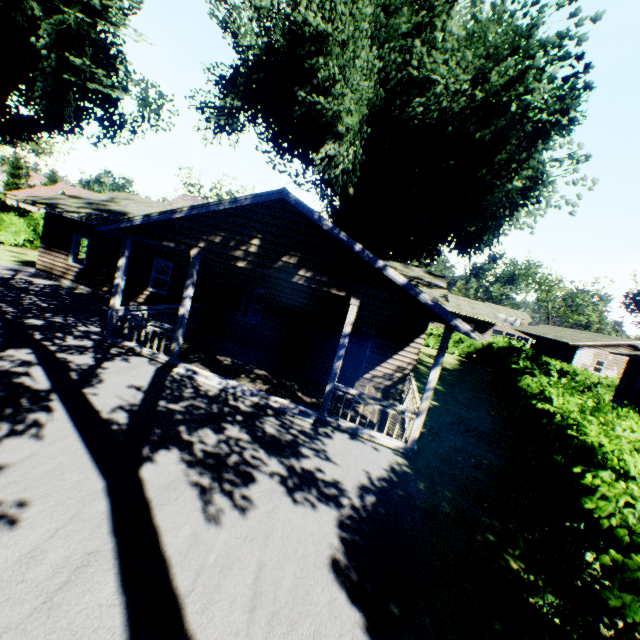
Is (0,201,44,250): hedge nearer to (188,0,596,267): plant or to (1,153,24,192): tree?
(1,153,24,192): tree

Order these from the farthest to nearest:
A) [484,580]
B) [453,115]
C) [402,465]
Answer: [453,115]
[402,465]
[484,580]

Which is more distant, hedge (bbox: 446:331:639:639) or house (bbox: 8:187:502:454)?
house (bbox: 8:187:502:454)

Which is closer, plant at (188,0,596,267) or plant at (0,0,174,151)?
plant at (188,0,596,267)

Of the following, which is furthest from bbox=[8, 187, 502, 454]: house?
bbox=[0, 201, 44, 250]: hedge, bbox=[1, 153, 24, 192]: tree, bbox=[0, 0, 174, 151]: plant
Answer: bbox=[1, 153, 24, 192]: tree

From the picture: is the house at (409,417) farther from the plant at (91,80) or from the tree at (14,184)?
the tree at (14,184)

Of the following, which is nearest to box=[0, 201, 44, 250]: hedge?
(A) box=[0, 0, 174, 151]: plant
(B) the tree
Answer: (B) the tree

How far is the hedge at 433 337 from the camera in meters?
32.7 m
